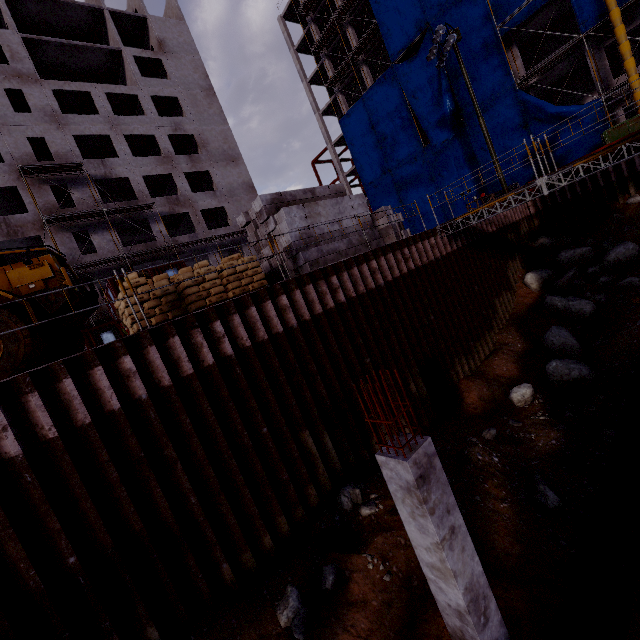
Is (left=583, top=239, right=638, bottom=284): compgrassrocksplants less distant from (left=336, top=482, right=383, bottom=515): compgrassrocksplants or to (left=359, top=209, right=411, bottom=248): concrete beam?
(left=359, top=209, right=411, bottom=248): concrete beam

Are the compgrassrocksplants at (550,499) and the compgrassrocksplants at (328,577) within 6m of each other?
yes

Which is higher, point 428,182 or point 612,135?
point 428,182

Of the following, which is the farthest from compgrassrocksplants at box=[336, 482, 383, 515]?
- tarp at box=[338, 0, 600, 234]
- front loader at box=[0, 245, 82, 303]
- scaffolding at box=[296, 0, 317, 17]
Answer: scaffolding at box=[296, 0, 317, 17]

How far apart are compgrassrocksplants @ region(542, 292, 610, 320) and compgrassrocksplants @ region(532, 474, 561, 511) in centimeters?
899cm

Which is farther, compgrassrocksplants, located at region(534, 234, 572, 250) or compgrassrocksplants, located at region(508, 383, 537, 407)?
compgrassrocksplants, located at region(534, 234, 572, 250)

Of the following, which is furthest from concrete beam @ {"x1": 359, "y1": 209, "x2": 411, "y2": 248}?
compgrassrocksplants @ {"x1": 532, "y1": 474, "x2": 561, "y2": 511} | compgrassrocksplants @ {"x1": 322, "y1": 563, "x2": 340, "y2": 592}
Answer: compgrassrocksplants @ {"x1": 532, "y1": 474, "x2": 561, "y2": 511}

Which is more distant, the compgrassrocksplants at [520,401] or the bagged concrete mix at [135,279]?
the compgrassrocksplants at [520,401]
